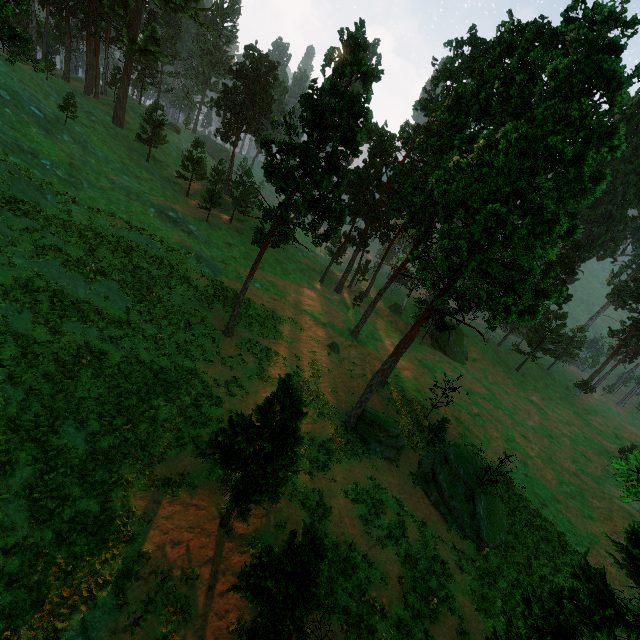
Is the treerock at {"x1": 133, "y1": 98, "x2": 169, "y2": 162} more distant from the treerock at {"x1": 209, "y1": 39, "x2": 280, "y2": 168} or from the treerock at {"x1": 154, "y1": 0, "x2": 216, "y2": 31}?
the treerock at {"x1": 209, "y1": 39, "x2": 280, "y2": 168}

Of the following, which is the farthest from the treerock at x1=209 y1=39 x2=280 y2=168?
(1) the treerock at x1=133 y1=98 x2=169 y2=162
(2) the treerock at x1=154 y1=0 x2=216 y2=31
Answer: (2) the treerock at x1=154 y1=0 x2=216 y2=31

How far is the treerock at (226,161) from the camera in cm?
4453

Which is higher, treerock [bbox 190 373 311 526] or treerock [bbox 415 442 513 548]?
treerock [bbox 190 373 311 526]

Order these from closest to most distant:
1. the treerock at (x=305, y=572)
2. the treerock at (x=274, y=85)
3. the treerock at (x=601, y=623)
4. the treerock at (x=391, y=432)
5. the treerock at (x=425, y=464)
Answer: the treerock at (x=601, y=623), the treerock at (x=305, y=572), the treerock at (x=391, y=432), the treerock at (x=425, y=464), the treerock at (x=274, y=85)

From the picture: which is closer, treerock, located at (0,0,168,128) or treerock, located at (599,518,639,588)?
treerock, located at (599,518,639,588)

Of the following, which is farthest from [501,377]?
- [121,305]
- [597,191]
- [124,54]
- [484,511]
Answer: [124,54]
